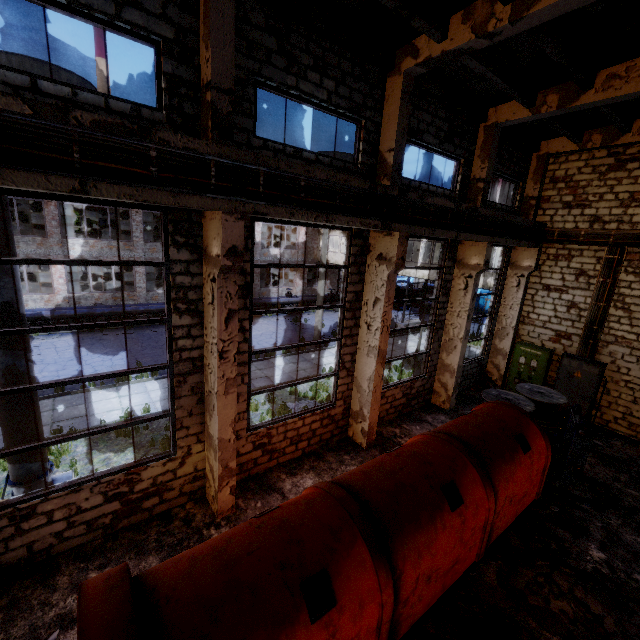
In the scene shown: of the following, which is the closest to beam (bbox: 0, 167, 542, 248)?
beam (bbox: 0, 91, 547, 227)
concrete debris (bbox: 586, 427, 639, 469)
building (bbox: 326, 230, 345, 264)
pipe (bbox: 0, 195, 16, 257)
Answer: beam (bbox: 0, 91, 547, 227)

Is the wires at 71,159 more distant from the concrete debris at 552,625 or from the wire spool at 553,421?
the concrete debris at 552,625

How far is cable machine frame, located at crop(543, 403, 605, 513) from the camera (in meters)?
8.12

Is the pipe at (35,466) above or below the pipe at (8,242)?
below

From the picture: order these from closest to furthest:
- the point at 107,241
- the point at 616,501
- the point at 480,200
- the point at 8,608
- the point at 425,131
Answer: the point at 8,608, the point at 616,501, the point at 425,131, the point at 480,200, the point at 107,241

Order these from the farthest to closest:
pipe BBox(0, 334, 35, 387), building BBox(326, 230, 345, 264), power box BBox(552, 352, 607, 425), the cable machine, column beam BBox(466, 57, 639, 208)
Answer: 1. building BBox(326, 230, 345, 264)
2. power box BBox(552, 352, 607, 425)
3. column beam BBox(466, 57, 639, 208)
4. pipe BBox(0, 334, 35, 387)
5. the cable machine

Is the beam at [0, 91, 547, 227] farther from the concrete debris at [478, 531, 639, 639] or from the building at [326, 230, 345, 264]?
the concrete debris at [478, 531, 639, 639]

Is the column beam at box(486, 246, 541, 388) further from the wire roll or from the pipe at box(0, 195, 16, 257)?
the pipe at box(0, 195, 16, 257)
